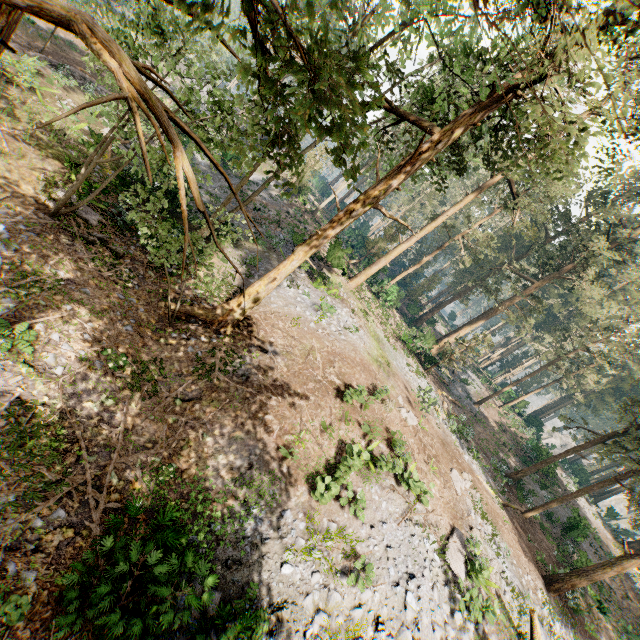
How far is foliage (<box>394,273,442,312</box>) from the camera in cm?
4662

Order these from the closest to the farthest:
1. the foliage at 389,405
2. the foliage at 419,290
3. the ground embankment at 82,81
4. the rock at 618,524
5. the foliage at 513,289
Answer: the foliage at 513,289 < the foliage at 389,405 < the ground embankment at 82,81 < the rock at 618,524 < the foliage at 419,290

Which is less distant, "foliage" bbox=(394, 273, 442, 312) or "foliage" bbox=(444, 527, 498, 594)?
"foliage" bbox=(444, 527, 498, 594)

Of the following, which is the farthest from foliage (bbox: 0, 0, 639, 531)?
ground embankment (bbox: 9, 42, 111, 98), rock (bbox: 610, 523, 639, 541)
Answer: ground embankment (bbox: 9, 42, 111, 98)

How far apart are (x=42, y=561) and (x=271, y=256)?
18.1m

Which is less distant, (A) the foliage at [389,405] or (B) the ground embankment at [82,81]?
(A) the foliage at [389,405]

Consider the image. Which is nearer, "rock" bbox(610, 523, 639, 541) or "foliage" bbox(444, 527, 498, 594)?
"foliage" bbox(444, 527, 498, 594)
